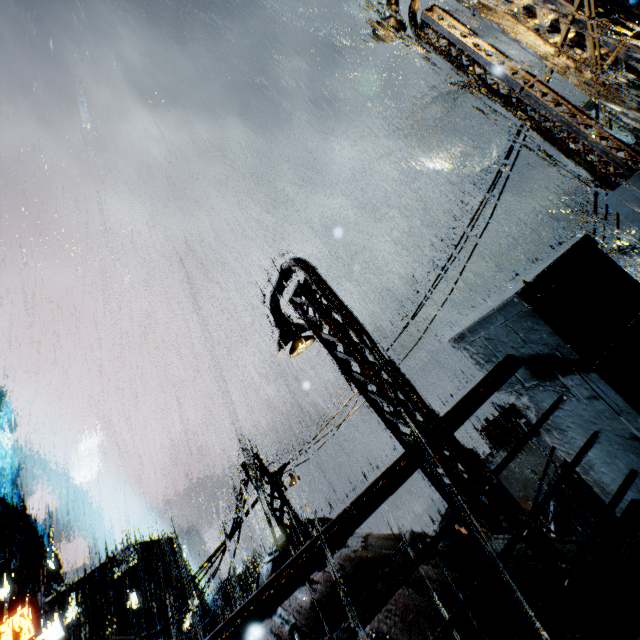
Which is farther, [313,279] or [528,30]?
[313,279]

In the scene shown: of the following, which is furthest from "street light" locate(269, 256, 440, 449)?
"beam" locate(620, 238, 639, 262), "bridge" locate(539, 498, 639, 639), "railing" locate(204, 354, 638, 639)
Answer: "beam" locate(620, 238, 639, 262)

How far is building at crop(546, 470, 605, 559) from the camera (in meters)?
3.40

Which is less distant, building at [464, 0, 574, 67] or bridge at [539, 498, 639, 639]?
bridge at [539, 498, 639, 639]

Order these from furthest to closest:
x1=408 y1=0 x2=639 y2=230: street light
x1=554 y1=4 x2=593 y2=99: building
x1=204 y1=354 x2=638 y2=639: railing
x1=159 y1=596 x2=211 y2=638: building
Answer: x1=159 y1=596 x2=211 y2=638: building < x1=554 y1=4 x2=593 y2=99: building < x1=408 y1=0 x2=639 y2=230: street light < x1=204 y1=354 x2=638 y2=639: railing

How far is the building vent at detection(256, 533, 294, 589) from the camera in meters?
11.7 m

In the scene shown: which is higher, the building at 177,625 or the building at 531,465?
the building at 531,465

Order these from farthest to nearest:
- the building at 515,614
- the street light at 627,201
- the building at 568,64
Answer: the building at 568,64
the street light at 627,201
the building at 515,614
